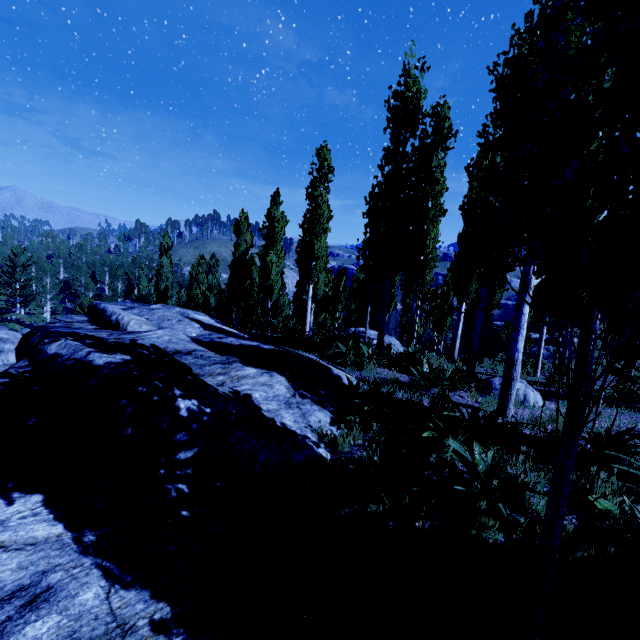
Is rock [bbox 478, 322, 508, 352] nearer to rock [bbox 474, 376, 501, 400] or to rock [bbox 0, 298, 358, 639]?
rock [bbox 474, 376, 501, 400]

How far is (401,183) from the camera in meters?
9.6

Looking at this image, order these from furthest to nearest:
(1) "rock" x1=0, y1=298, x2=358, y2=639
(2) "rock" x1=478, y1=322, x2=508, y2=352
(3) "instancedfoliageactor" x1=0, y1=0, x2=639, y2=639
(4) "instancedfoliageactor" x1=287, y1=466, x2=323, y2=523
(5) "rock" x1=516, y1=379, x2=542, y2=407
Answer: (2) "rock" x1=478, y1=322, x2=508, y2=352 < (5) "rock" x1=516, y1=379, x2=542, y2=407 < (4) "instancedfoliageactor" x1=287, y1=466, x2=323, y2=523 < (1) "rock" x1=0, y1=298, x2=358, y2=639 < (3) "instancedfoliageactor" x1=0, y1=0, x2=639, y2=639

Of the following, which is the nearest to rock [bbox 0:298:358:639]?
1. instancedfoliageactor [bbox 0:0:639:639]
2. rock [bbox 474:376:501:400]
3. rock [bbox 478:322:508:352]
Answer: instancedfoliageactor [bbox 0:0:639:639]

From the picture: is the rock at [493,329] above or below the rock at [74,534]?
below

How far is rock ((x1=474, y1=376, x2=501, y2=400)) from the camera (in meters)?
7.54

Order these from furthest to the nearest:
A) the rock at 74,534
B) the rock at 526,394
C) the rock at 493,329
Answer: the rock at 493,329
the rock at 526,394
the rock at 74,534
